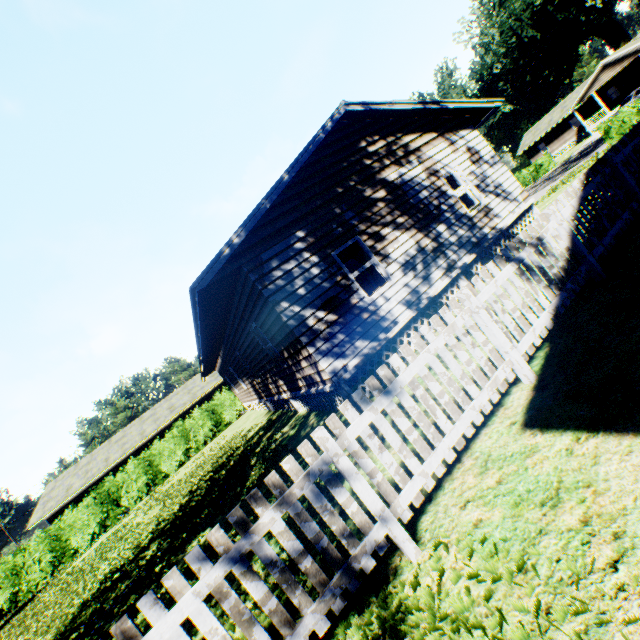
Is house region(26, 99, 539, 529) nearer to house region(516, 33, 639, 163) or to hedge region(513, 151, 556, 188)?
hedge region(513, 151, 556, 188)

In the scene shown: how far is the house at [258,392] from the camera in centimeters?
752cm

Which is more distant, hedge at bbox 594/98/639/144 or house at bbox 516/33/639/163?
house at bbox 516/33/639/163

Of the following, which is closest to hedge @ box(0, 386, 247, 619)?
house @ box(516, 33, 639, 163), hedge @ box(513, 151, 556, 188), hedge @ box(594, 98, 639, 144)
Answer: hedge @ box(594, 98, 639, 144)

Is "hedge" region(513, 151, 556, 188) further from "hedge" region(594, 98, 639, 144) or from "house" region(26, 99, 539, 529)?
"house" region(26, 99, 539, 529)

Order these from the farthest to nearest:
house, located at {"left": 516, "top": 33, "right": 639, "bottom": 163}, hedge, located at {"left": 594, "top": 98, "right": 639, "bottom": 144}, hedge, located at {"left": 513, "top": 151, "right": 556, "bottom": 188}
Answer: hedge, located at {"left": 513, "top": 151, "right": 556, "bottom": 188}
house, located at {"left": 516, "top": 33, "right": 639, "bottom": 163}
hedge, located at {"left": 594, "top": 98, "right": 639, "bottom": 144}

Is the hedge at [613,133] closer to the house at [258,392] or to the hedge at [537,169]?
the hedge at [537,169]

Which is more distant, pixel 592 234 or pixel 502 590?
pixel 592 234
